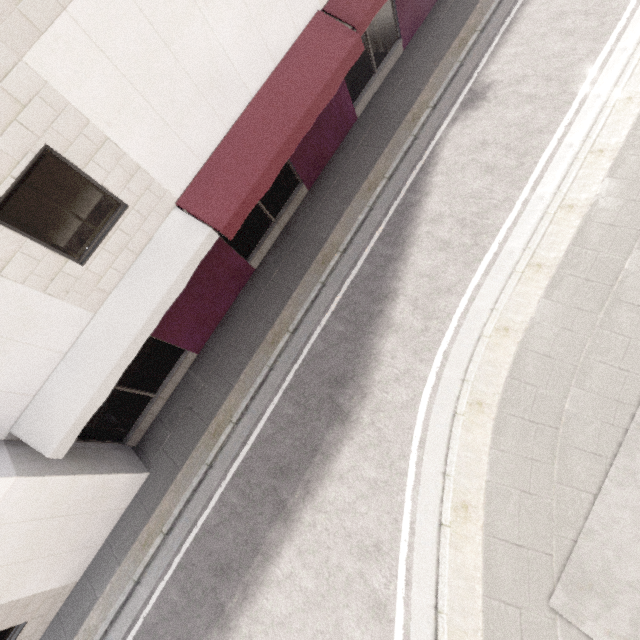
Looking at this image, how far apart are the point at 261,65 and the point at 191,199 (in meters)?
3.51
